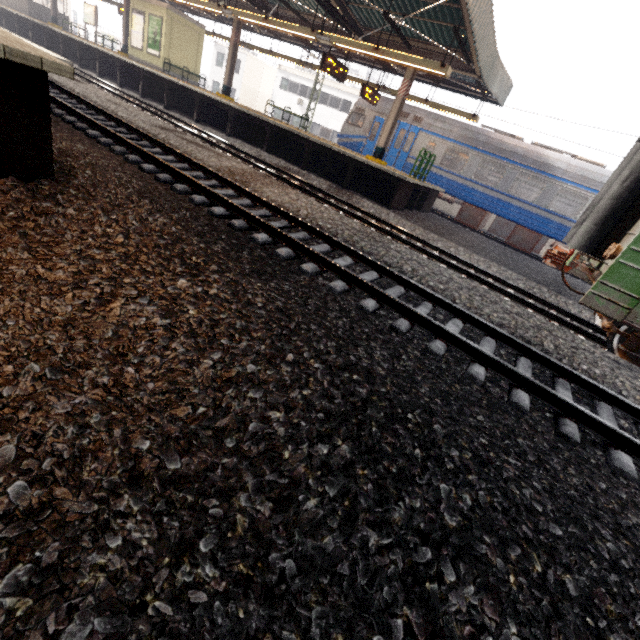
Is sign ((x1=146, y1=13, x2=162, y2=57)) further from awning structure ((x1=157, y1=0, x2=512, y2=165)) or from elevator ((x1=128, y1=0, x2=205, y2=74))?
awning structure ((x1=157, y1=0, x2=512, y2=165))

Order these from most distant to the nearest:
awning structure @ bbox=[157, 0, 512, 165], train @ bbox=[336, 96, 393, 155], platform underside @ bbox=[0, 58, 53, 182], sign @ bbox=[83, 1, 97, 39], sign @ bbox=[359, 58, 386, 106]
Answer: sign @ bbox=[83, 1, 97, 39], train @ bbox=[336, 96, 393, 155], sign @ bbox=[359, 58, 386, 106], awning structure @ bbox=[157, 0, 512, 165], platform underside @ bbox=[0, 58, 53, 182]

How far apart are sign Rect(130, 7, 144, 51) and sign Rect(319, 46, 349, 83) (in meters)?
13.31

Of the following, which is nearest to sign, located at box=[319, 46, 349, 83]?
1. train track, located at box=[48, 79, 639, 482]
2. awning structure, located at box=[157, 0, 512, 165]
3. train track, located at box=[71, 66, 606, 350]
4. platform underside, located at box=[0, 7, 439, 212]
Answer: awning structure, located at box=[157, 0, 512, 165]

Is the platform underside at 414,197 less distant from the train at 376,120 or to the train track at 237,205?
the train at 376,120

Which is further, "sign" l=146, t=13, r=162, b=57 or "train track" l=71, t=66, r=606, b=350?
"sign" l=146, t=13, r=162, b=57

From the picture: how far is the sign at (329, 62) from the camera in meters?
11.6

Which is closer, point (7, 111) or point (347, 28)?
point (7, 111)
